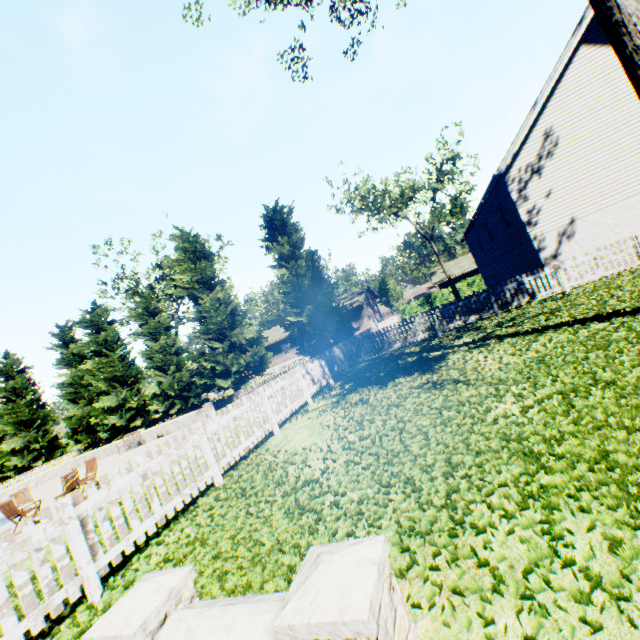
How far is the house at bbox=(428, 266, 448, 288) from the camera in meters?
43.5

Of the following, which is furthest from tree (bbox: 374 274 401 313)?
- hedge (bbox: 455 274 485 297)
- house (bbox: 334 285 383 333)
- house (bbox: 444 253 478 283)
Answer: house (bbox: 444 253 478 283)

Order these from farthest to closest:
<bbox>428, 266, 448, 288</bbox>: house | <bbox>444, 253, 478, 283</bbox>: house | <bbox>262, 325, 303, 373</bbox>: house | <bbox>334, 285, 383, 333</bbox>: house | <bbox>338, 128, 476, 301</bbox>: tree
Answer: <bbox>262, 325, 303, 373</bbox>: house → <bbox>428, 266, 448, 288</bbox>: house → <bbox>444, 253, 478, 283</bbox>: house → <bbox>334, 285, 383, 333</bbox>: house → <bbox>338, 128, 476, 301</bbox>: tree

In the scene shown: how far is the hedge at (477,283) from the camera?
37.5m

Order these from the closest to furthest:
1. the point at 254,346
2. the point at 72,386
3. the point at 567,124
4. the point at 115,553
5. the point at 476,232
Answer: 1. the point at 115,553
2. the point at 567,124
3. the point at 254,346
4. the point at 476,232
5. the point at 72,386

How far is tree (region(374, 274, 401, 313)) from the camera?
52.4 meters

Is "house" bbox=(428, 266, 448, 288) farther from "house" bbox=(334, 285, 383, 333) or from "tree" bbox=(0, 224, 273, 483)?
"house" bbox=(334, 285, 383, 333)

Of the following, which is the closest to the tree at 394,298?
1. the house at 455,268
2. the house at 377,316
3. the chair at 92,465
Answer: the house at 377,316
